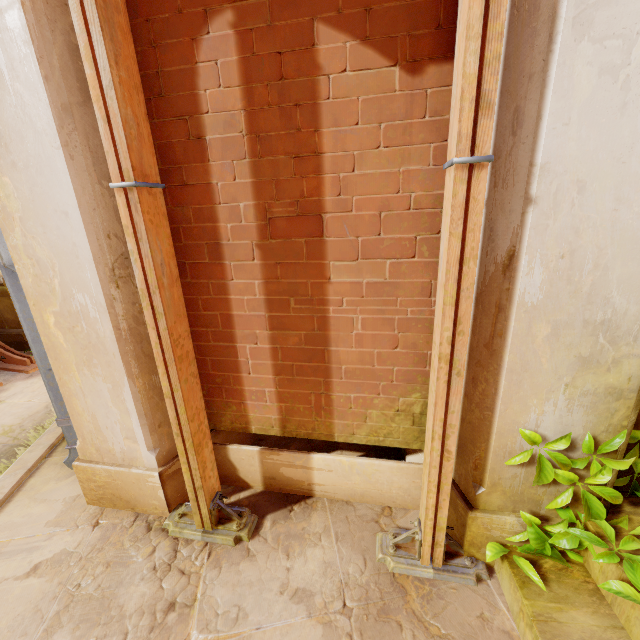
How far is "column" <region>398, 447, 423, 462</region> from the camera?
2.4 meters

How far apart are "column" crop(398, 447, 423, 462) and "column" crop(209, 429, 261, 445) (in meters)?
1.29

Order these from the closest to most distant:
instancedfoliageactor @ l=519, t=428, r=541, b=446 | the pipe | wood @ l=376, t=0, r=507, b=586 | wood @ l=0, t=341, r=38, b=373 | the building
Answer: wood @ l=376, t=0, r=507, b=586 < instancedfoliageactor @ l=519, t=428, r=541, b=446 < the pipe < the building < wood @ l=0, t=341, r=38, b=373

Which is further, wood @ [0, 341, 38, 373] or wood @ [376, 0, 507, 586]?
wood @ [0, 341, 38, 373]

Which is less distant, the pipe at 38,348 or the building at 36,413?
the pipe at 38,348

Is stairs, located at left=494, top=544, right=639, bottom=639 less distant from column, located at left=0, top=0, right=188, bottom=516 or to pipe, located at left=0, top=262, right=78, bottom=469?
column, located at left=0, top=0, right=188, bottom=516

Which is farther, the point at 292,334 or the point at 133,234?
the point at 292,334

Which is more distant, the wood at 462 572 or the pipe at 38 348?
the pipe at 38 348
